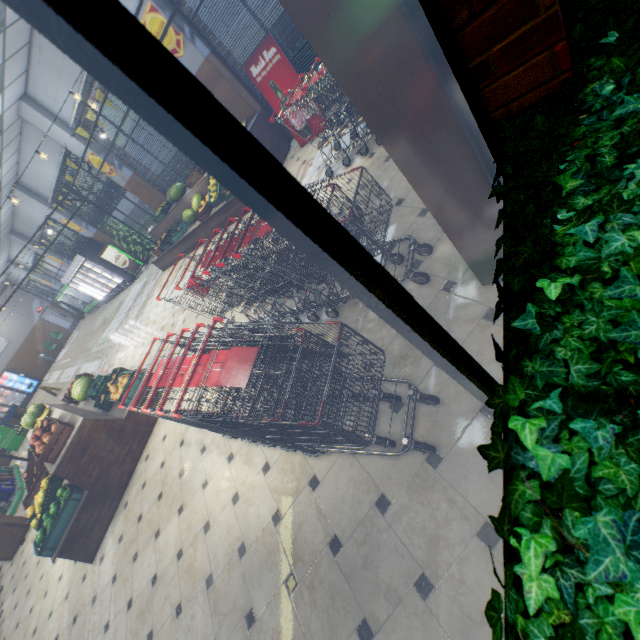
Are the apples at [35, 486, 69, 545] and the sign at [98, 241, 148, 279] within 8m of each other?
no

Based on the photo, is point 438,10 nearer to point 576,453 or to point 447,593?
point 576,453

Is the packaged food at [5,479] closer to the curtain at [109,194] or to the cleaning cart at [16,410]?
the cleaning cart at [16,410]

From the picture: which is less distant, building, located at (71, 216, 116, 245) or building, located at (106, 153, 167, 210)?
building, located at (106, 153, 167, 210)

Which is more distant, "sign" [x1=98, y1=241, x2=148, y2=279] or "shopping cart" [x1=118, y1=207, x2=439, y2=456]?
"sign" [x1=98, y1=241, x2=148, y2=279]

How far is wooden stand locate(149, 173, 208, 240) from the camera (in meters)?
8.13

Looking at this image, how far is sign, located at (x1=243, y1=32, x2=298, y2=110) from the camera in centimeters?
554cm

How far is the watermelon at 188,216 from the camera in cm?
816
